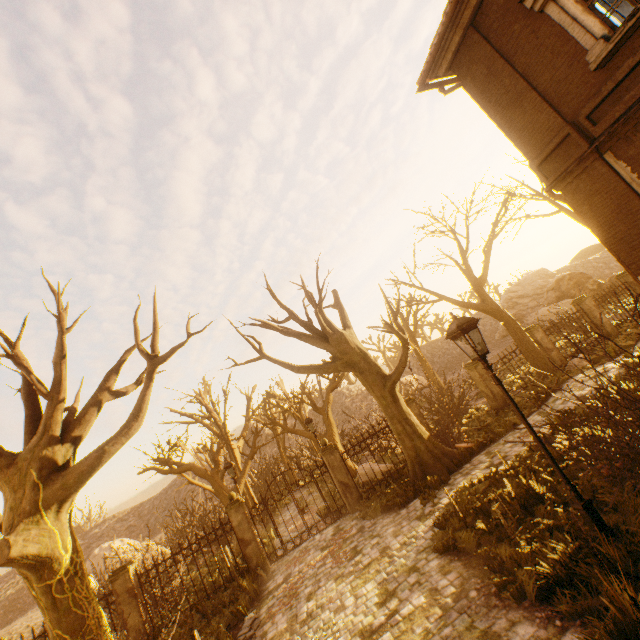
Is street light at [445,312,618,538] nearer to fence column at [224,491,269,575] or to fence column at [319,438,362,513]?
fence column at [319,438,362,513]

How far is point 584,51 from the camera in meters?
6.9

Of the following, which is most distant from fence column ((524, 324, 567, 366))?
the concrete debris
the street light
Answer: the concrete debris

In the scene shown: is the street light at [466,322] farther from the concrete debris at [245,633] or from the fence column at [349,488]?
the fence column at [349,488]

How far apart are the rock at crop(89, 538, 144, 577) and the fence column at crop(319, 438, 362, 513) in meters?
16.7 m

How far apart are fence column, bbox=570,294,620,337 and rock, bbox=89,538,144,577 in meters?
29.8

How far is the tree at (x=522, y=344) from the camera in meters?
11.6 m

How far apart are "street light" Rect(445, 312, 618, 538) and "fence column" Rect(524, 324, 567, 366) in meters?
13.0 m
